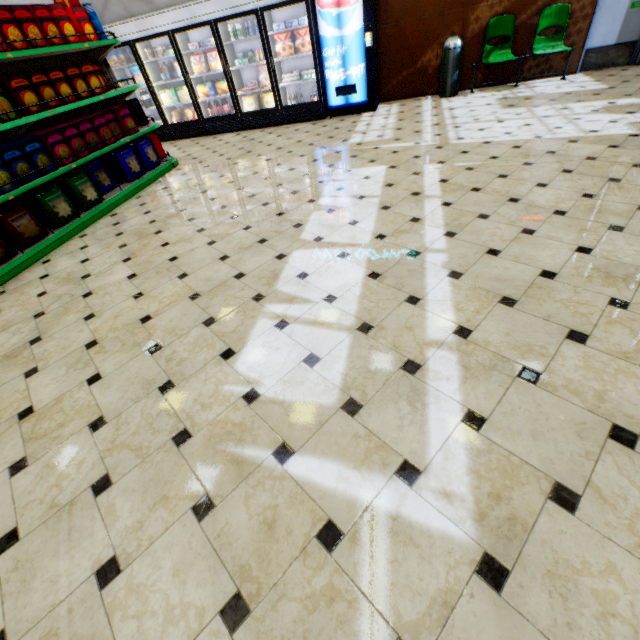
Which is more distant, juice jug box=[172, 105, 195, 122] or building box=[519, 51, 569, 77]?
juice jug box=[172, 105, 195, 122]

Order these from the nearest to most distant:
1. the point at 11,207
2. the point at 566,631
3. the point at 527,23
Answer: the point at 566,631
the point at 11,207
the point at 527,23

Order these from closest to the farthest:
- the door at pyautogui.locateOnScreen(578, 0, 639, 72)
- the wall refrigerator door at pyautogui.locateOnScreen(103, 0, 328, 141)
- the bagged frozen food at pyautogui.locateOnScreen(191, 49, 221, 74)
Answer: the door at pyautogui.locateOnScreen(578, 0, 639, 72), the wall refrigerator door at pyautogui.locateOnScreen(103, 0, 328, 141), the bagged frozen food at pyautogui.locateOnScreen(191, 49, 221, 74)

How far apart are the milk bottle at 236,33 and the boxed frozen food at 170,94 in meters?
1.9

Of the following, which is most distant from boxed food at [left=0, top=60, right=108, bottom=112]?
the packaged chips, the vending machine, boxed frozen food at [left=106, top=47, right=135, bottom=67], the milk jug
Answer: the vending machine

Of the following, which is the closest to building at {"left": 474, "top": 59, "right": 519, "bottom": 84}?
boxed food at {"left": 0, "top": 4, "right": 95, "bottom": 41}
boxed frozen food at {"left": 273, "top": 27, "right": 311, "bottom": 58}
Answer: boxed frozen food at {"left": 273, "top": 27, "right": 311, "bottom": 58}

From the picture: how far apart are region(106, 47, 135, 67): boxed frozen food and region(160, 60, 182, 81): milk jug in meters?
1.1 m

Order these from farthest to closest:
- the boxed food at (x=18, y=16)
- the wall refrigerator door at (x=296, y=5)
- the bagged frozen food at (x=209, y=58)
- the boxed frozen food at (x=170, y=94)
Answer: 1. the boxed frozen food at (x=170, y=94)
2. the bagged frozen food at (x=209, y=58)
3. the wall refrigerator door at (x=296, y=5)
4. the boxed food at (x=18, y=16)
